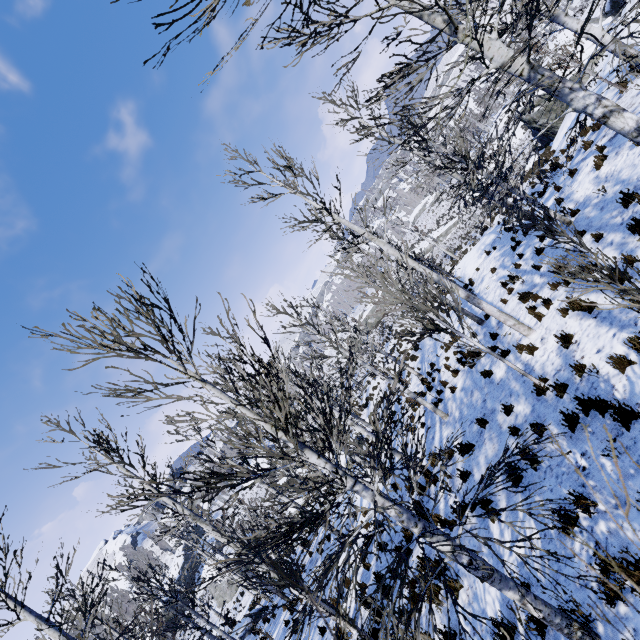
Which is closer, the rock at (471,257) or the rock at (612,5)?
the rock at (612,5)

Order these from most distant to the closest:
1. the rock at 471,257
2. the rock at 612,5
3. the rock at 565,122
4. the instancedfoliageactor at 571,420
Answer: the rock at 471,257, the rock at 612,5, the rock at 565,122, the instancedfoliageactor at 571,420

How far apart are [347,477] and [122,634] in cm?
853

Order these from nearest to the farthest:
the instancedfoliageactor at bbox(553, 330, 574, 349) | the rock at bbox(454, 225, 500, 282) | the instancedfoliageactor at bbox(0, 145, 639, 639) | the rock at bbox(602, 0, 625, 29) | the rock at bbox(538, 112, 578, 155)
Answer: the instancedfoliageactor at bbox(0, 145, 639, 639) → the instancedfoliageactor at bbox(553, 330, 574, 349) → the rock at bbox(538, 112, 578, 155) → the rock at bbox(602, 0, 625, 29) → the rock at bbox(454, 225, 500, 282)

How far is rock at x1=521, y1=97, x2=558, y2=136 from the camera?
21.77m

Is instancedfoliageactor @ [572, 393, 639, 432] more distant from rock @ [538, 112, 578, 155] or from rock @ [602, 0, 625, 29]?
rock @ [602, 0, 625, 29]

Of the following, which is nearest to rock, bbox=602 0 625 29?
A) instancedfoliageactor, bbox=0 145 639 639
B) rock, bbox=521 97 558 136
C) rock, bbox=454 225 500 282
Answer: rock, bbox=521 97 558 136
